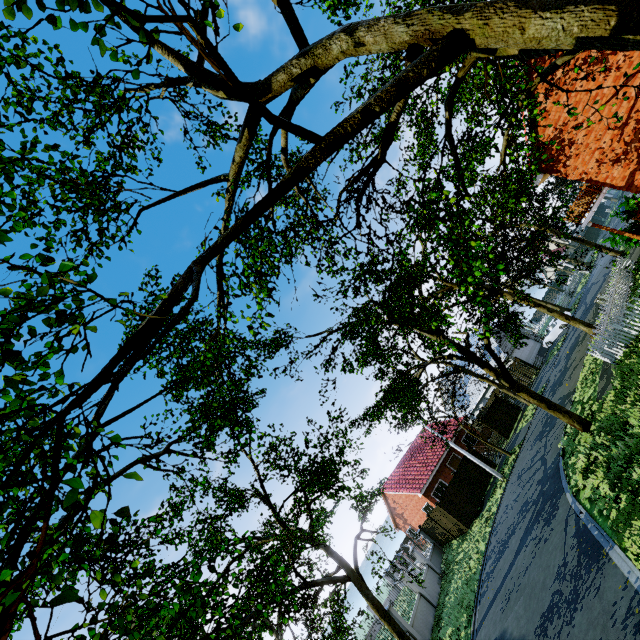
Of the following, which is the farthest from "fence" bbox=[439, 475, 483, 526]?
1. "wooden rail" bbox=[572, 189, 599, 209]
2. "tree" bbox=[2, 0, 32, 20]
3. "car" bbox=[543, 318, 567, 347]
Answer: "car" bbox=[543, 318, 567, 347]

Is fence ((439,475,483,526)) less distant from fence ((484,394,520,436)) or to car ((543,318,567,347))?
fence ((484,394,520,436))

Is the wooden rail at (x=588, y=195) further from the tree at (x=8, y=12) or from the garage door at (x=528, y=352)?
the garage door at (x=528, y=352)

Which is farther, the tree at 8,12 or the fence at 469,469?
the fence at 469,469

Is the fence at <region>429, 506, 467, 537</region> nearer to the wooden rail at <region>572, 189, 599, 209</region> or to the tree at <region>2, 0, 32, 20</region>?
the tree at <region>2, 0, 32, 20</region>

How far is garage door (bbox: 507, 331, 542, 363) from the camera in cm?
3803

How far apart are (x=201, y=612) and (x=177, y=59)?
8.9m

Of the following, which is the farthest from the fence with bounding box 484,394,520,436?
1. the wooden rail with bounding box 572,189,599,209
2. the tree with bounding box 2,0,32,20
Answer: the wooden rail with bounding box 572,189,599,209
